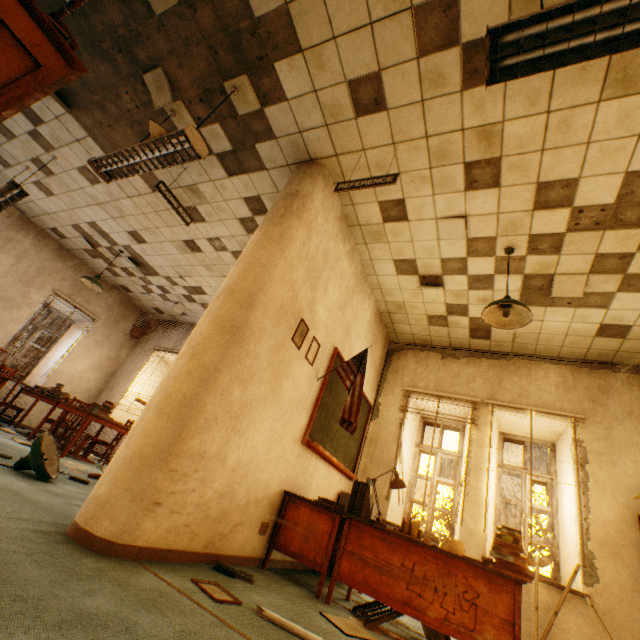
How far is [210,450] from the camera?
2.5 meters

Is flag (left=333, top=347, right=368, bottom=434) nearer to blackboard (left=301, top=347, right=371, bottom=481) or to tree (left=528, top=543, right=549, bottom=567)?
blackboard (left=301, top=347, right=371, bottom=481)

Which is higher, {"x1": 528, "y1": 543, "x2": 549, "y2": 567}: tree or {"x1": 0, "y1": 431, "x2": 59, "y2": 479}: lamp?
{"x1": 528, "y1": 543, "x2": 549, "y2": 567}: tree

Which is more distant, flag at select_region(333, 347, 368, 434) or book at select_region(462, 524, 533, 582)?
flag at select_region(333, 347, 368, 434)

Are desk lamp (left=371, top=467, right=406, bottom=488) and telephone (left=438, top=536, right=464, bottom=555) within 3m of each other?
yes

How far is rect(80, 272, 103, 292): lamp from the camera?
6.6m

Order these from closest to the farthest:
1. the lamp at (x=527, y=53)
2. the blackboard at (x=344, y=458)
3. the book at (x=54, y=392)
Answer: the lamp at (x=527, y=53) → the blackboard at (x=344, y=458) → the book at (x=54, y=392)

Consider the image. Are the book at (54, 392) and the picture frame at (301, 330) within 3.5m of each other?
no
